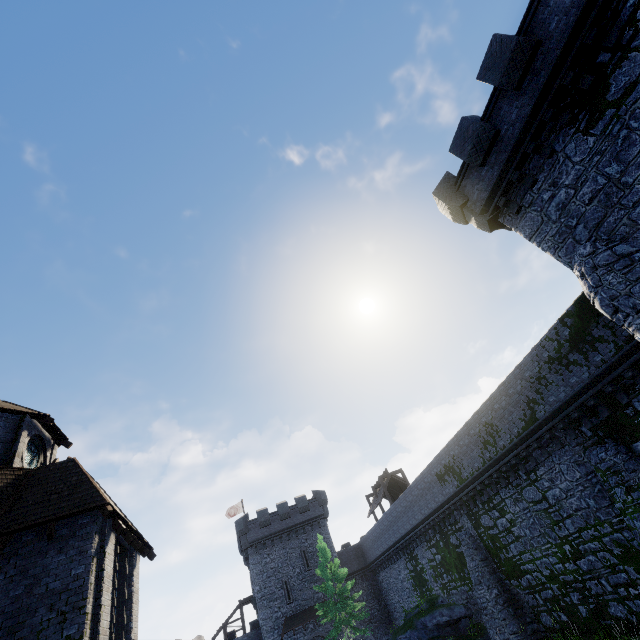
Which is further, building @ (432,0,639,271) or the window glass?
the window glass

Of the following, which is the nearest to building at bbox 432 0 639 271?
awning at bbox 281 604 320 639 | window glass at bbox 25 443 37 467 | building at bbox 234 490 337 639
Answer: window glass at bbox 25 443 37 467

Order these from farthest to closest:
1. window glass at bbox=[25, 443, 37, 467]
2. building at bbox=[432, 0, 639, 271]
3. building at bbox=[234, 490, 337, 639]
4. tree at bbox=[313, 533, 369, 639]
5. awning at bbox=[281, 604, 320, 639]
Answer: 1. building at bbox=[234, 490, 337, 639]
2. awning at bbox=[281, 604, 320, 639]
3. tree at bbox=[313, 533, 369, 639]
4. window glass at bbox=[25, 443, 37, 467]
5. building at bbox=[432, 0, 639, 271]

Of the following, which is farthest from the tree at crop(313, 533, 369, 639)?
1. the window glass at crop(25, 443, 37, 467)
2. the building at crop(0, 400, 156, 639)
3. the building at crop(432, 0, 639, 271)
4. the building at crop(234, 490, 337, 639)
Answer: the building at crop(432, 0, 639, 271)

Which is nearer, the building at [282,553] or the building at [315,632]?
the building at [315,632]

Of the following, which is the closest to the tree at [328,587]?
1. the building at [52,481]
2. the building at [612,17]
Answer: the building at [52,481]

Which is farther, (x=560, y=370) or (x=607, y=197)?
(x=560, y=370)

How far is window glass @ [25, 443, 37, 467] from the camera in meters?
14.9 m
